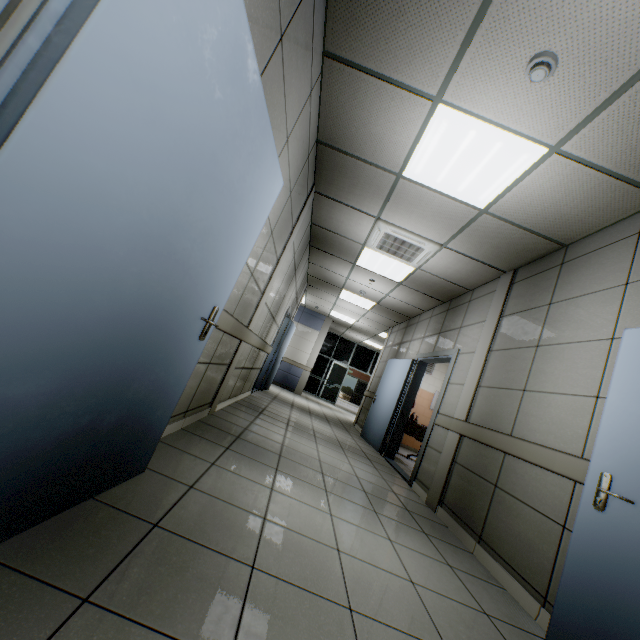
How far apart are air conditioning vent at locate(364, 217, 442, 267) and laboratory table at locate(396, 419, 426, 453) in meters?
3.2

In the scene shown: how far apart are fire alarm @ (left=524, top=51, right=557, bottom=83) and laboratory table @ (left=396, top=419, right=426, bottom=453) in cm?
591

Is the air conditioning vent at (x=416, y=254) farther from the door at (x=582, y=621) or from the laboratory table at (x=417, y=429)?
the laboratory table at (x=417, y=429)

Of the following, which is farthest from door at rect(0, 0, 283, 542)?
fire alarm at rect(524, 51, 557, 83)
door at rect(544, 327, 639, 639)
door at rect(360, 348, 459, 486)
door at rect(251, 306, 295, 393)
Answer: door at rect(251, 306, 295, 393)

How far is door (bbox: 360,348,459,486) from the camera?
4.9 meters

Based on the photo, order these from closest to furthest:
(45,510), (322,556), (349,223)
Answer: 1. (45,510)
2. (322,556)
3. (349,223)

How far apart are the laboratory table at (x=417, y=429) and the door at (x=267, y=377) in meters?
3.2 m

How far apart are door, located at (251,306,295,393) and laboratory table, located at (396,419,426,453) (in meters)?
3.15
